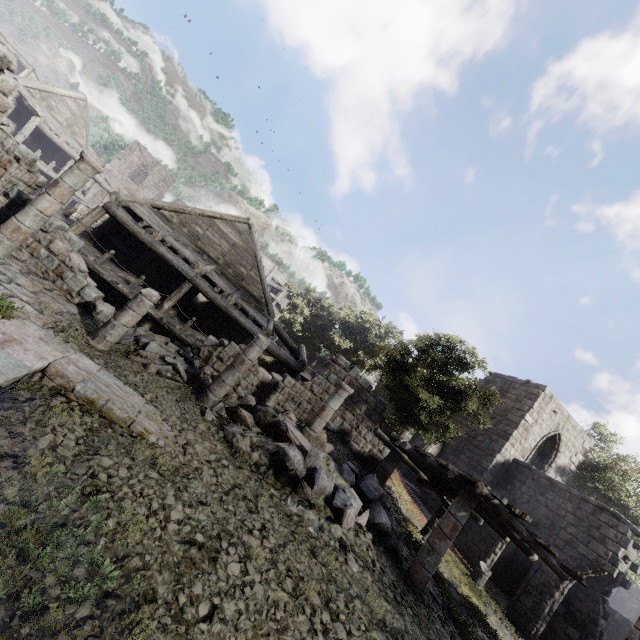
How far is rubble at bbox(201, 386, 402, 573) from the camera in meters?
8.1

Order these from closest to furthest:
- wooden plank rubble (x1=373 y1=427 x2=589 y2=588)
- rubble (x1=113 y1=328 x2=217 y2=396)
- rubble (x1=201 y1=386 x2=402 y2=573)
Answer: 1. rubble (x1=201 y1=386 x2=402 y2=573)
2. wooden plank rubble (x1=373 y1=427 x2=589 y2=588)
3. rubble (x1=113 y1=328 x2=217 y2=396)

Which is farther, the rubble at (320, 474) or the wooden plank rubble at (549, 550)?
the wooden plank rubble at (549, 550)

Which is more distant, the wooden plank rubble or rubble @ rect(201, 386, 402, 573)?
the wooden plank rubble

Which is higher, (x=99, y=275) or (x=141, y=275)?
(x=141, y=275)

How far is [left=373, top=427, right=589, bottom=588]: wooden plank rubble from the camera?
8.59m

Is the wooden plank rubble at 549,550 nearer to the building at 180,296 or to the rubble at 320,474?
the building at 180,296
